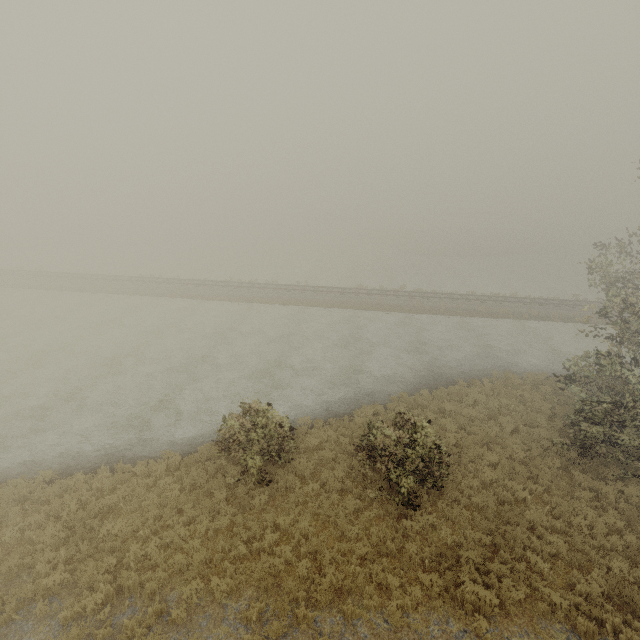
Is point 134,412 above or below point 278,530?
below
